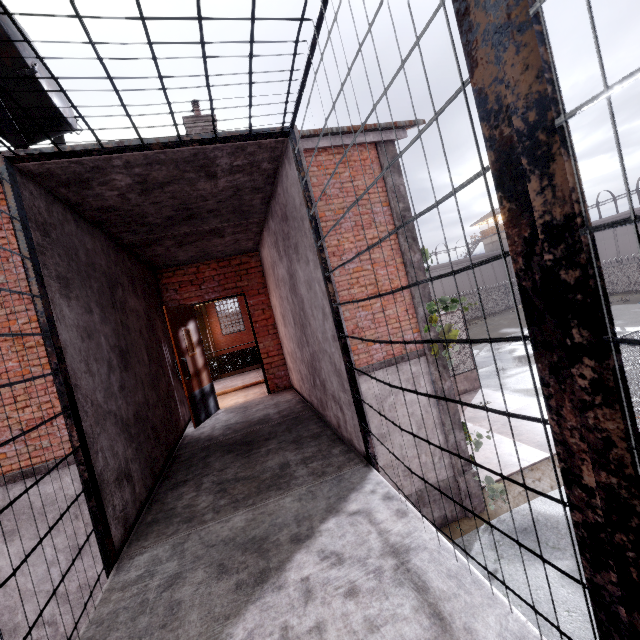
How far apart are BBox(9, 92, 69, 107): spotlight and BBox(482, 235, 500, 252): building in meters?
59.1

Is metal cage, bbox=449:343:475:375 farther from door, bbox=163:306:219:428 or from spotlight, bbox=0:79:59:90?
spotlight, bbox=0:79:59:90

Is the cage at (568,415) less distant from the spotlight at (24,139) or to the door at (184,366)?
the spotlight at (24,139)

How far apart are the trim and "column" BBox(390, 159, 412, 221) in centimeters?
1568cm

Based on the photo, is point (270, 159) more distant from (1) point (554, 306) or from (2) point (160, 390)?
(2) point (160, 390)

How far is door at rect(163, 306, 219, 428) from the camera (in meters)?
5.32

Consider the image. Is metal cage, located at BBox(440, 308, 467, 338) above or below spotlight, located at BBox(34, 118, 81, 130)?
below

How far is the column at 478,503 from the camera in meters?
7.5
